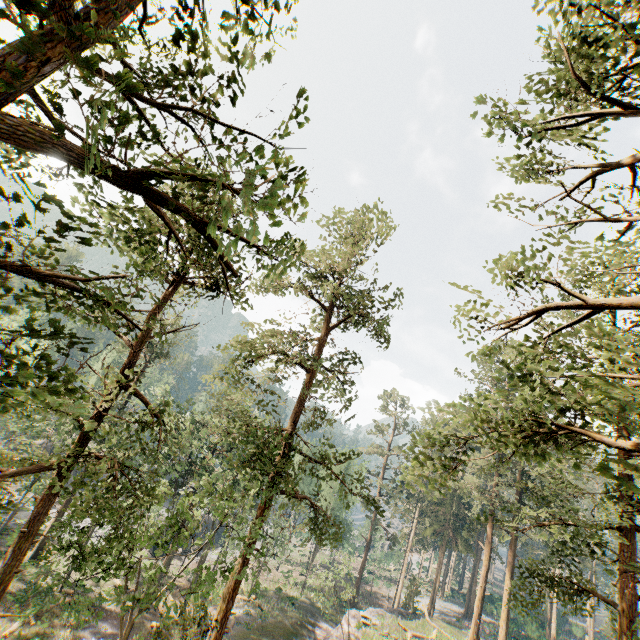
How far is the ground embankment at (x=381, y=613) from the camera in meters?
32.9

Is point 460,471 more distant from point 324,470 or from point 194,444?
point 194,444

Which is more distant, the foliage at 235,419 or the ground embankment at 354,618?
the ground embankment at 354,618

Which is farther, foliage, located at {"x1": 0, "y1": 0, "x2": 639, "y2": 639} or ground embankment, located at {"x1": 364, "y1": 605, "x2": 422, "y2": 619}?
ground embankment, located at {"x1": 364, "y1": 605, "x2": 422, "y2": 619}

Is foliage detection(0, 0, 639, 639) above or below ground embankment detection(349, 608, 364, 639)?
above

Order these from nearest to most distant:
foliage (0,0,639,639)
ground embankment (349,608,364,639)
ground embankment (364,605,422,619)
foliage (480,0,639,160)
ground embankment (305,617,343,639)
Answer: foliage (0,0,639,639) < foliage (480,0,639,160) < ground embankment (305,617,343,639) < ground embankment (349,608,364,639) < ground embankment (364,605,422,619)

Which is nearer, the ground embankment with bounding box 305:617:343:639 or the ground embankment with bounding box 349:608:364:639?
the ground embankment with bounding box 305:617:343:639
